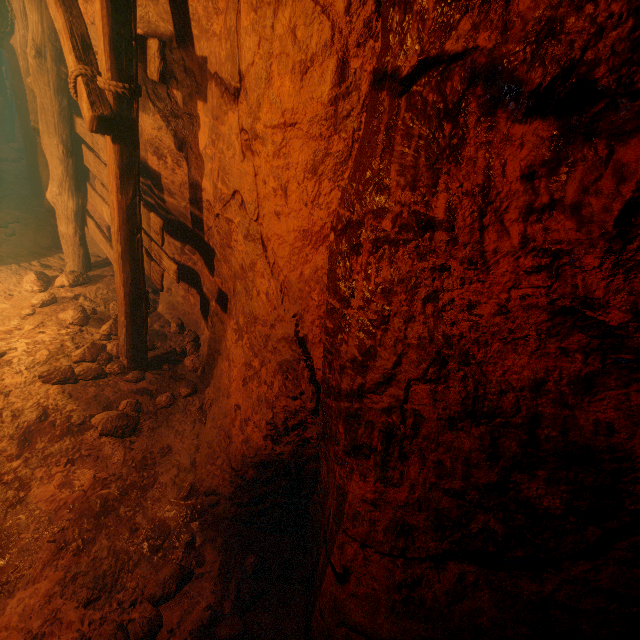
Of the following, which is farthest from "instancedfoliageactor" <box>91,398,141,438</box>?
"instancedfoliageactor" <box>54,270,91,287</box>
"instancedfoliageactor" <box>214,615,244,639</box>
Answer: "instancedfoliageactor" <box>54,270,91,287</box>

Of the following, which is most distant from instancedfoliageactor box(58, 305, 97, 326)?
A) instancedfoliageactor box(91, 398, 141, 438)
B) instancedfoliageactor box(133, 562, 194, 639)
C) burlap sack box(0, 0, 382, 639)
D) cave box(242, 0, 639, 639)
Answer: cave box(242, 0, 639, 639)

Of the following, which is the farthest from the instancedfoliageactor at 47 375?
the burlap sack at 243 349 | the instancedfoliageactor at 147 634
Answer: the instancedfoliageactor at 147 634

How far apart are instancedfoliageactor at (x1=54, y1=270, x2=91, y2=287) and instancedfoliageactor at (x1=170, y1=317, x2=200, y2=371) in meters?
1.5

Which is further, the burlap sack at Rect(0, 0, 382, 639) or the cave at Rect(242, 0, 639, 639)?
the burlap sack at Rect(0, 0, 382, 639)

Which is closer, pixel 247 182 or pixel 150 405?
pixel 247 182

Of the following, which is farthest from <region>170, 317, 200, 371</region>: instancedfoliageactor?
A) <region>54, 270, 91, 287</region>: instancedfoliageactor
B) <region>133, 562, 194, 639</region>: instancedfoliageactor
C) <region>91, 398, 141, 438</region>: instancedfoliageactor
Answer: <region>133, 562, 194, 639</region>: instancedfoliageactor

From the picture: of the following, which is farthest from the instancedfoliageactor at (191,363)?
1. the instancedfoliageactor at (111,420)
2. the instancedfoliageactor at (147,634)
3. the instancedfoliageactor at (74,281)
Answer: the instancedfoliageactor at (147,634)
